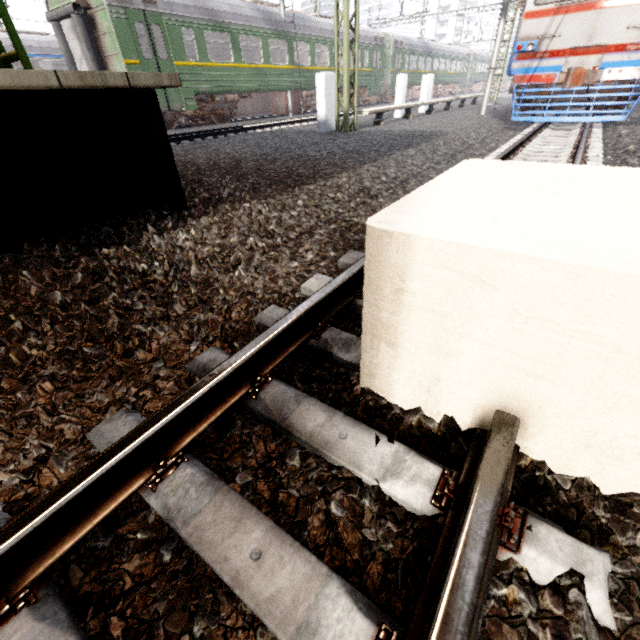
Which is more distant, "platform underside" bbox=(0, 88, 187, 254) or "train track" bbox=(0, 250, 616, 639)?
"platform underside" bbox=(0, 88, 187, 254)

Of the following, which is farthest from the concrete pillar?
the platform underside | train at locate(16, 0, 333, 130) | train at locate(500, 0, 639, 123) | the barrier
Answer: train at locate(16, 0, 333, 130)

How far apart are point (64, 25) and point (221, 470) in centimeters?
1701cm

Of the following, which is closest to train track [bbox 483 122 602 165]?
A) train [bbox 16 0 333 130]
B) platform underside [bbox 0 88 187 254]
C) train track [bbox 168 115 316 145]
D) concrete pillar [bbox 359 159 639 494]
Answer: concrete pillar [bbox 359 159 639 494]

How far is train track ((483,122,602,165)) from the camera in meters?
5.5

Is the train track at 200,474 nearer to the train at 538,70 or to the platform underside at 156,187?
the train at 538,70

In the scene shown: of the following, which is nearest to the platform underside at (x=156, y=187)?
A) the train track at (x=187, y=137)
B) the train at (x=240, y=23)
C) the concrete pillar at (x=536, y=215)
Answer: the train track at (x=187, y=137)

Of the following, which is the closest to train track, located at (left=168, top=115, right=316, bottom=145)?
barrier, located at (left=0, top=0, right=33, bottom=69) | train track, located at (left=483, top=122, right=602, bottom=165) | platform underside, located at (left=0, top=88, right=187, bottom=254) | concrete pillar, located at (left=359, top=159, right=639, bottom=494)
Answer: platform underside, located at (left=0, top=88, right=187, bottom=254)
